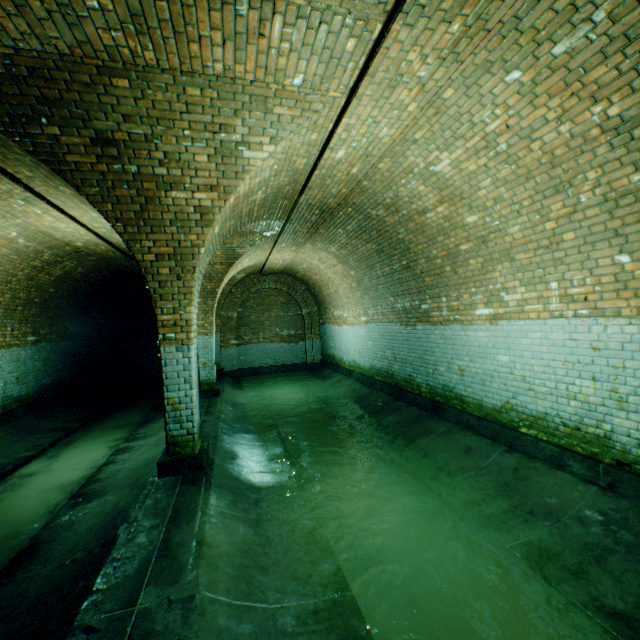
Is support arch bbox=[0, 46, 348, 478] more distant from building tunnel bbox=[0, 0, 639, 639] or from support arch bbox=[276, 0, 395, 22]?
support arch bbox=[276, 0, 395, 22]

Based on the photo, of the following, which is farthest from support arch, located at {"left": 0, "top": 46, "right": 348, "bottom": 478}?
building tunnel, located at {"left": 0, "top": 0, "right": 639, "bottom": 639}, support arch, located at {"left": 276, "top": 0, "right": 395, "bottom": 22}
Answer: support arch, located at {"left": 276, "top": 0, "right": 395, "bottom": 22}

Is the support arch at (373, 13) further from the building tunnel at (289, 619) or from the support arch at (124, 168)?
the support arch at (124, 168)

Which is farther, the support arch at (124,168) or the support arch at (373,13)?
the support arch at (124,168)

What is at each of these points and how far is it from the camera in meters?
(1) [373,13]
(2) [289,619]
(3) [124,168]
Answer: (1) support arch, 2.5
(2) building tunnel, 2.5
(3) support arch, 3.7

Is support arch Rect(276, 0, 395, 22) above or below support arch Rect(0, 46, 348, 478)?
above
